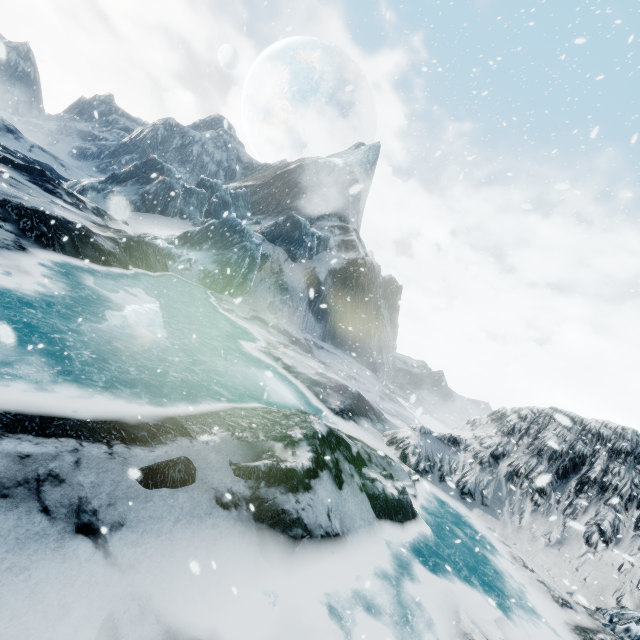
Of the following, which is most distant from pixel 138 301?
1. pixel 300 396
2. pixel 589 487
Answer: pixel 589 487
